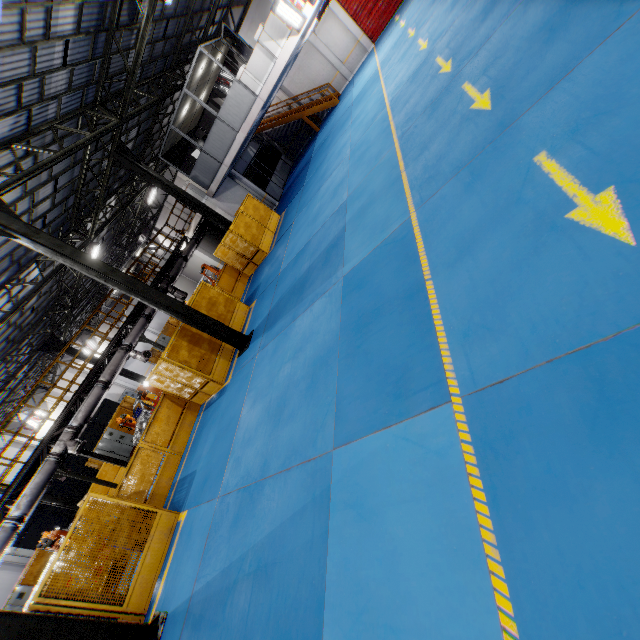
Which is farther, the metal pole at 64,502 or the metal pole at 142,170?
the metal pole at 64,502

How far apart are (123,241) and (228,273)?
20.7m

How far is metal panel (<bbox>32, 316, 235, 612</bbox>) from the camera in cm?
700

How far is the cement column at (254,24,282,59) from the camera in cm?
1368

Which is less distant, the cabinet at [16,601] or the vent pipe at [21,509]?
the vent pipe at [21,509]

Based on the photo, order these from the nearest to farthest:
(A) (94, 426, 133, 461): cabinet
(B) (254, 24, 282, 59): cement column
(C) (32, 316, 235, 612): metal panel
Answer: (C) (32, 316, 235, 612): metal panel < (B) (254, 24, 282, 59): cement column < (A) (94, 426, 133, 461): cabinet

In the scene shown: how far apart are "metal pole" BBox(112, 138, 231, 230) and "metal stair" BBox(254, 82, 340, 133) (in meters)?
12.47

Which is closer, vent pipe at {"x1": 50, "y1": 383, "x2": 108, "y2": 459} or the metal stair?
vent pipe at {"x1": 50, "y1": 383, "x2": 108, "y2": 459}
